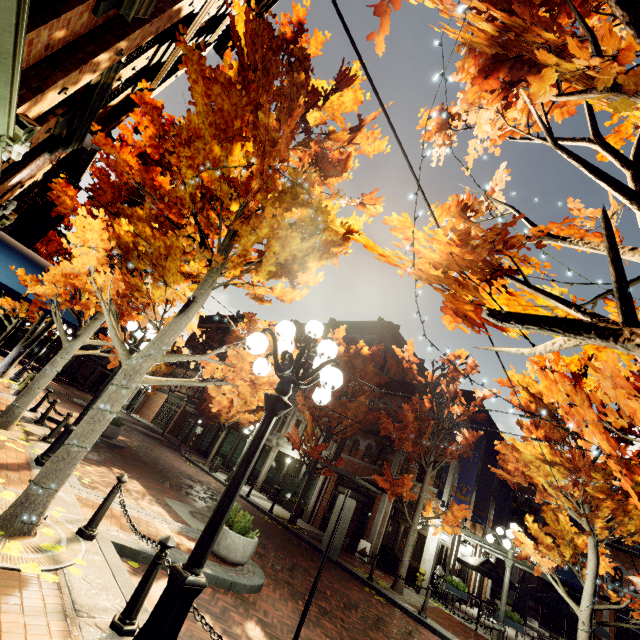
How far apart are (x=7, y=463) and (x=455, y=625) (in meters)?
14.68

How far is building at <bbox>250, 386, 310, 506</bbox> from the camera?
20.94m

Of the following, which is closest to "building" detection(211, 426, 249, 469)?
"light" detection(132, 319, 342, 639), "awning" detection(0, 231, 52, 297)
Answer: "awning" detection(0, 231, 52, 297)

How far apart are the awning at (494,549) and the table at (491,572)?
1.1m

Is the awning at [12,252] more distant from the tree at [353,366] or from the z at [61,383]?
the z at [61,383]

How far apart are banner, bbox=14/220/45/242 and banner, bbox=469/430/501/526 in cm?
2324

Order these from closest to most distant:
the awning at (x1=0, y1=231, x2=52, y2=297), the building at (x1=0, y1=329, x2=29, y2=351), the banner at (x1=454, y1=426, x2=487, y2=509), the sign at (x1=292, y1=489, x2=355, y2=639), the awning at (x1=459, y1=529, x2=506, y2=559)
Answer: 1. the sign at (x1=292, y1=489, x2=355, y2=639)
2. the awning at (x1=0, y1=231, x2=52, y2=297)
3. the awning at (x1=459, y1=529, x2=506, y2=559)
4. the banner at (x1=454, y1=426, x2=487, y2=509)
5. the building at (x1=0, y1=329, x2=29, y2=351)
